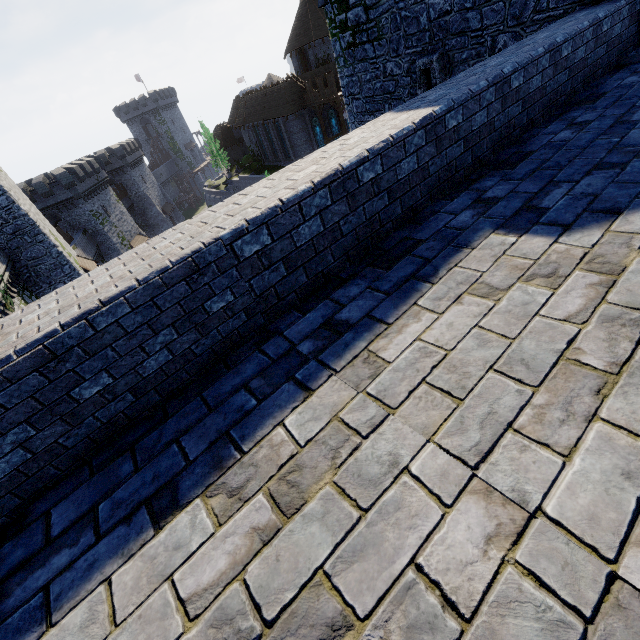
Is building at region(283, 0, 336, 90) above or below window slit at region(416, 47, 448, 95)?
above

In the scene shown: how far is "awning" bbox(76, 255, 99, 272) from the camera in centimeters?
2522cm

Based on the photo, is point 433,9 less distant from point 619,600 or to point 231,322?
point 231,322

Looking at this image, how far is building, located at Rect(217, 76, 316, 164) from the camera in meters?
40.3 m

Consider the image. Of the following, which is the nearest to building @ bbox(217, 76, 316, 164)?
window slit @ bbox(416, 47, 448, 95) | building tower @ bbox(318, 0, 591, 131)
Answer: building tower @ bbox(318, 0, 591, 131)

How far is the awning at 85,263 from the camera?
25.22m

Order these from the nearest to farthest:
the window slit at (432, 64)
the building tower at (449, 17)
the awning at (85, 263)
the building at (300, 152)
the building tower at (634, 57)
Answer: the building tower at (634, 57) < the building tower at (449, 17) < the window slit at (432, 64) < the awning at (85, 263) < the building at (300, 152)

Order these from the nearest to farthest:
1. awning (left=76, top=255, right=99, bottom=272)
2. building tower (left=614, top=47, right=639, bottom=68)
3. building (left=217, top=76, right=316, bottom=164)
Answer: building tower (left=614, top=47, right=639, bottom=68) → awning (left=76, top=255, right=99, bottom=272) → building (left=217, top=76, right=316, bottom=164)
